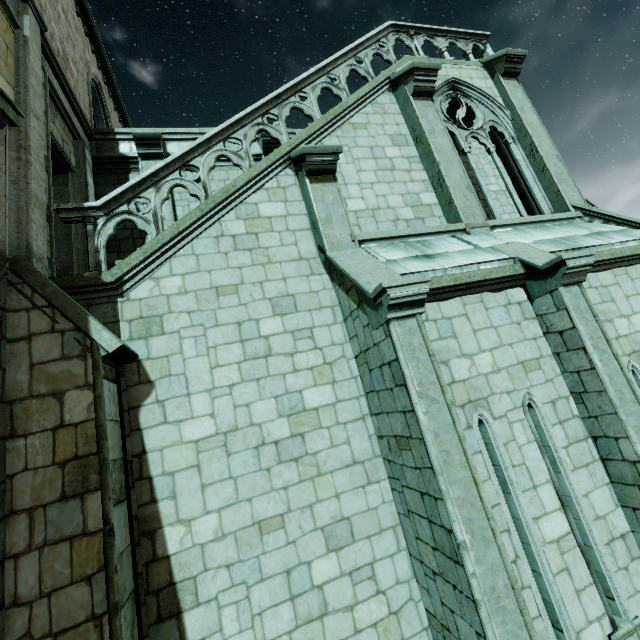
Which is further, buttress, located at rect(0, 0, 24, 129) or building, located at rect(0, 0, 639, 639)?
buttress, located at rect(0, 0, 24, 129)

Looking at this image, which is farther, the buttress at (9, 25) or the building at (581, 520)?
the buttress at (9, 25)

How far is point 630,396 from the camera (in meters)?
4.75
